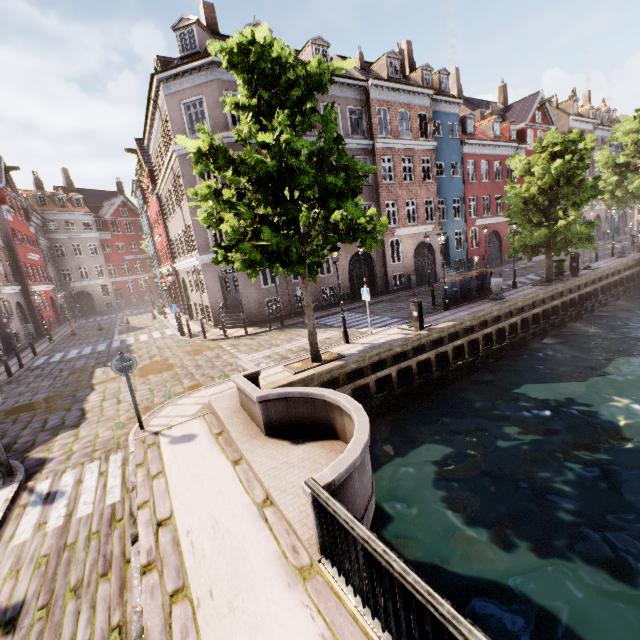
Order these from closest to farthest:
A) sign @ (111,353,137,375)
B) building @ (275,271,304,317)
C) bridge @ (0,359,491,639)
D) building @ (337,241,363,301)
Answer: bridge @ (0,359,491,639) → sign @ (111,353,137,375) → building @ (275,271,304,317) → building @ (337,241,363,301)

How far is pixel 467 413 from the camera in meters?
10.9

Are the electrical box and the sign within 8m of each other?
no

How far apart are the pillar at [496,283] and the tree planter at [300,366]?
9.8 meters

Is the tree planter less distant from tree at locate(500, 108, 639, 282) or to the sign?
tree at locate(500, 108, 639, 282)

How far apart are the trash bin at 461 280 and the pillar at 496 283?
0.93m

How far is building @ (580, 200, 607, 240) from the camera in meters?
39.0

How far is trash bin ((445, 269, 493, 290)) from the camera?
16.6m
